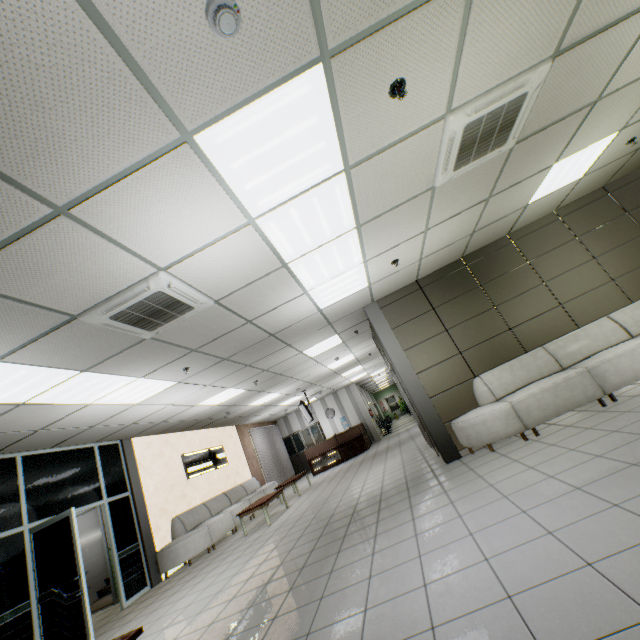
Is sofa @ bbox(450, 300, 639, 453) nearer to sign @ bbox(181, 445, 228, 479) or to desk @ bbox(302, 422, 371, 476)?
sign @ bbox(181, 445, 228, 479)

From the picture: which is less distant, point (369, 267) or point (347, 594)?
point (347, 594)

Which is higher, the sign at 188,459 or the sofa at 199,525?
the sign at 188,459

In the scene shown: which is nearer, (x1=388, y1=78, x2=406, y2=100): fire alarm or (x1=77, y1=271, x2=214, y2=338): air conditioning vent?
(x1=388, y1=78, x2=406, y2=100): fire alarm

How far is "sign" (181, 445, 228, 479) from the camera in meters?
9.7

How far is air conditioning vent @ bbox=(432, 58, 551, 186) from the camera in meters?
2.8 m

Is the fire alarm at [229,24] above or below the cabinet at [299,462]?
above

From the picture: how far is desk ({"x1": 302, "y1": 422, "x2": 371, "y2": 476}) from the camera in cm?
1416
